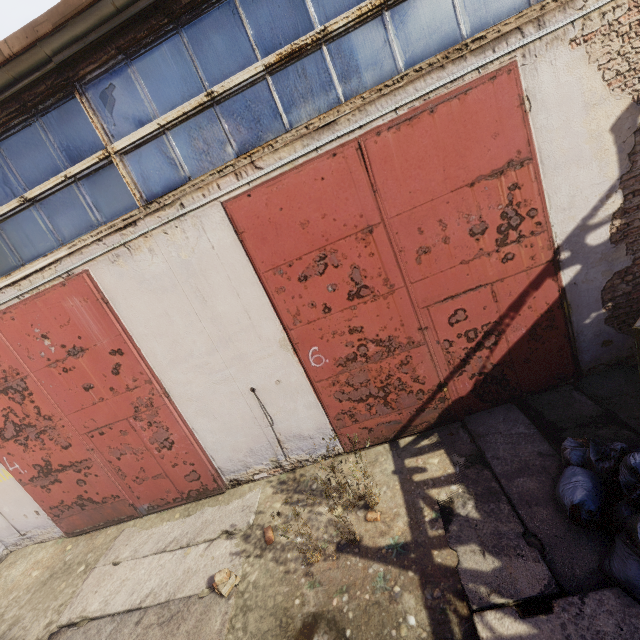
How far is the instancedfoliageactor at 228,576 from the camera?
4.0m

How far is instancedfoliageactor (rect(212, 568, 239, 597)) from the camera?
4.0 meters

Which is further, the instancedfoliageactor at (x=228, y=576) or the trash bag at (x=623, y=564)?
the instancedfoliageactor at (x=228, y=576)

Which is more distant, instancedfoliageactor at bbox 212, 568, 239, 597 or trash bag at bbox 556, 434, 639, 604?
instancedfoliageactor at bbox 212, 568, 239, 597

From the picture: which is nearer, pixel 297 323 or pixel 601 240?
pixel 601 240
